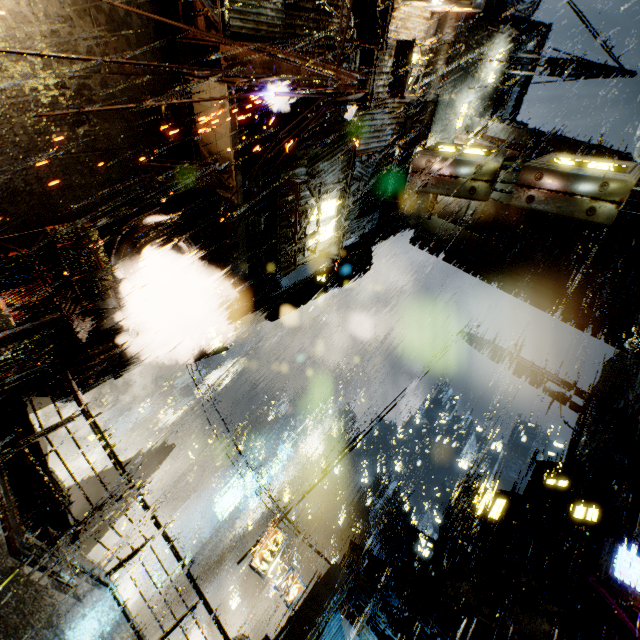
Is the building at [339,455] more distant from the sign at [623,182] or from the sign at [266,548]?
the sign at [266,548]

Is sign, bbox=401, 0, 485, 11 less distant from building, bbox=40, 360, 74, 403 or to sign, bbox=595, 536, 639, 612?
building, bbox=40, 360, 74, 403

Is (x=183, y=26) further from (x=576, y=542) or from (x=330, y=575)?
(x=576, y=542)

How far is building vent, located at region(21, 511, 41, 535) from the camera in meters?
11.4 m

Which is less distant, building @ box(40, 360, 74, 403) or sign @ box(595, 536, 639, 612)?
building @ box(40, 360, 74, 403)

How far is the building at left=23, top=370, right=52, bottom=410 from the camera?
9.0 meters

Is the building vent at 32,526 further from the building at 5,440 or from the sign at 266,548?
the sign at 266,548
